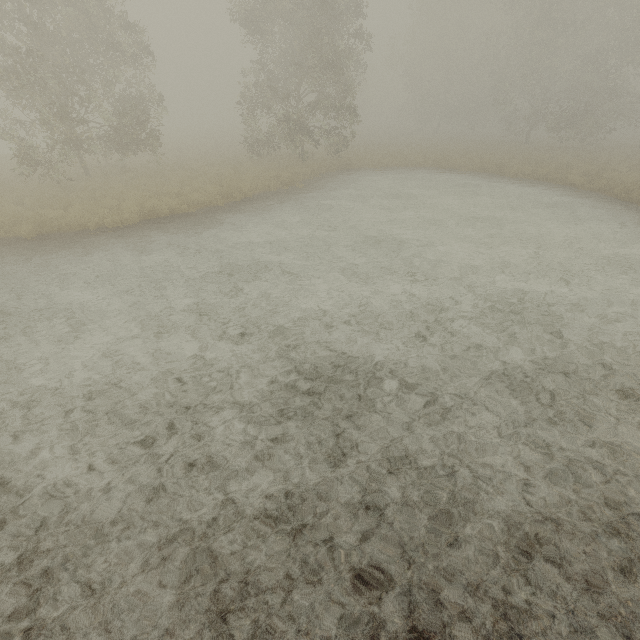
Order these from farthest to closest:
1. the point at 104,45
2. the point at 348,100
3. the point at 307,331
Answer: the point at 104,45 → the point at 348,100 → the point at 307,331
